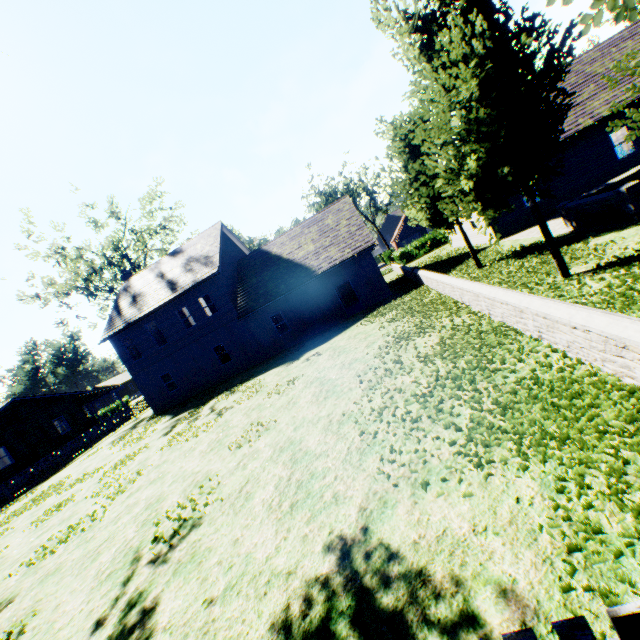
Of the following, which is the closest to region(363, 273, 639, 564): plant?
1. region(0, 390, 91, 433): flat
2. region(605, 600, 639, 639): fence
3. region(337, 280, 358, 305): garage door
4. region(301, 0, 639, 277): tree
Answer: region(605, 600, 639, 639): fence

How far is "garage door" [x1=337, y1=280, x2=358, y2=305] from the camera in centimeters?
2852cm

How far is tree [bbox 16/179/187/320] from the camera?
32.41m

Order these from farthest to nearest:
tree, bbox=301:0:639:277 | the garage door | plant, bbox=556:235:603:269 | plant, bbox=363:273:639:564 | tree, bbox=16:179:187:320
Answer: tree, bbox=16:179:187:320
the garage door
plant, bbox=556:235:603:269
tree, bbox=301:0:639:277
plant, bbox=363:273:639:564

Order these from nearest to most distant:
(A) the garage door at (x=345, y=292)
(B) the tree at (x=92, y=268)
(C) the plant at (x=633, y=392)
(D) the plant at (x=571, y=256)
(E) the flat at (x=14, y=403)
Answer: (C) the plant at (x=633, y=392) → (D) the plant at (x=571, y=256) → (E) the flat at (x=14, y=403) → (A) the garage door at (x=345, y=292) → (B) the tree at (x=92, y=268)

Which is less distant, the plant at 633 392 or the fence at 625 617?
the fence at 625 617

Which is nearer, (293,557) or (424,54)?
(293,557)

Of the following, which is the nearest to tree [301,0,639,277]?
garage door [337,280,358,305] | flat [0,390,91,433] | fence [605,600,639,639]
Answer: fence [605,600,639,639]
